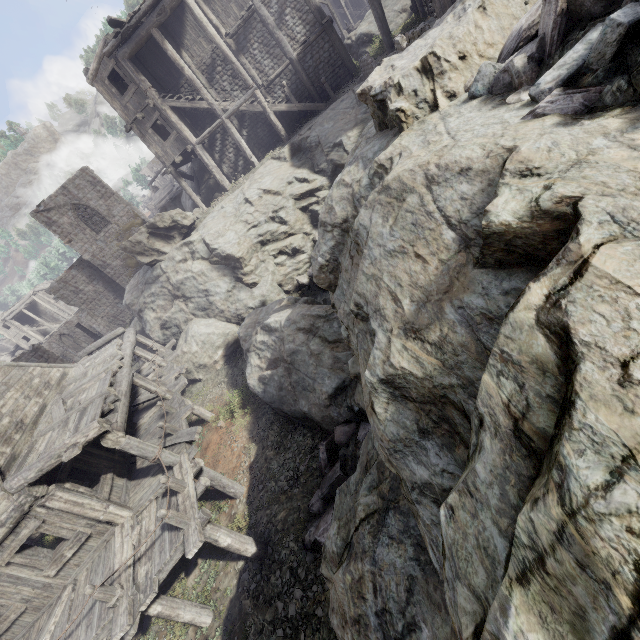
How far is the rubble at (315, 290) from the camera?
14.9m

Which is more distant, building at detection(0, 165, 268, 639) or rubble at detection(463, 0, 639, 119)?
building at detection(0, 165, 268, 639)

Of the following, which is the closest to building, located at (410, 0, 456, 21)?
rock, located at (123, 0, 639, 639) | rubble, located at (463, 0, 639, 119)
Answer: rock, located at (123, 0, 639, 639)

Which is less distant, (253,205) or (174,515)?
(174,515)

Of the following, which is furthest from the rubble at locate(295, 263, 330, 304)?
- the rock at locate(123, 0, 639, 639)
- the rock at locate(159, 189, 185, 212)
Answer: the rock at locate(159, 189, 185, 212)

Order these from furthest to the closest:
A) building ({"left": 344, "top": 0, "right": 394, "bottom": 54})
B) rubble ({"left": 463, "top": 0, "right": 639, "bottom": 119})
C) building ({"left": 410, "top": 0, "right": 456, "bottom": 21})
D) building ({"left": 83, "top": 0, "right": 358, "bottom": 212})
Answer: building ({"left": 83, "top": 0, "right": 358, "bottom": 212}) → building ({"left": 344, "top": 0, "right": 394, "bottom": 54}) → building ({"left": 410, "top": 0, "right": 456, "bottom": 21}) → rubble ({"left": 463, "top": 0, "right": 639, "bottom": 119})

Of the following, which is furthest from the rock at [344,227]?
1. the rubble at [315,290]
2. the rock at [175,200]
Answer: the rock at [175,200]

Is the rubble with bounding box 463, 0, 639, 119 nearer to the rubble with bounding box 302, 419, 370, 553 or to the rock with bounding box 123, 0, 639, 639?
the rock with bounding box 123, 0, 639, 639
